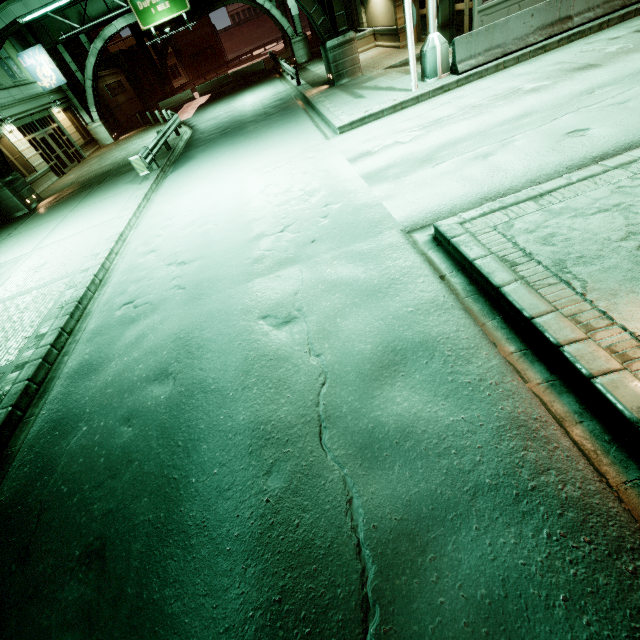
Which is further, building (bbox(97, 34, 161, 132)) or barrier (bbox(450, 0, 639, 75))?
building (bbox(97, 34, 161, 132))

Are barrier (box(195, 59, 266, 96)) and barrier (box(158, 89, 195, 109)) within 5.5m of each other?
yes

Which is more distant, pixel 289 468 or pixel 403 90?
pixel 403 90

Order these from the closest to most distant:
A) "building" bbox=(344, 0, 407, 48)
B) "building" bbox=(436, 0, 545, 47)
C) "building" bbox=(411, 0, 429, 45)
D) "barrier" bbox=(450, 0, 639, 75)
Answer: "barrier" bbox=(450, 0, 639, 75) → "building" bbox=(436, 0, 545, 47) → "building" bbox=(411, 0, 429, 45) → "building" bbox=(344, 0, 407, 48)

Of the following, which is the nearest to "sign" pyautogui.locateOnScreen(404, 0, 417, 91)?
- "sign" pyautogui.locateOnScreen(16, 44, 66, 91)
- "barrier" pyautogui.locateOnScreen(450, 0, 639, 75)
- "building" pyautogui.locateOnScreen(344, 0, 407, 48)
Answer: "barrier" pyautogui.locateOnScreen(450, 0, 639, 75)

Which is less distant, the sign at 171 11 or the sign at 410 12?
the sign at 410 12

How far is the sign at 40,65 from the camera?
23.1 meters

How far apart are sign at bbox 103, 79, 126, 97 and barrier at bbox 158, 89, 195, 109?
4.89m
